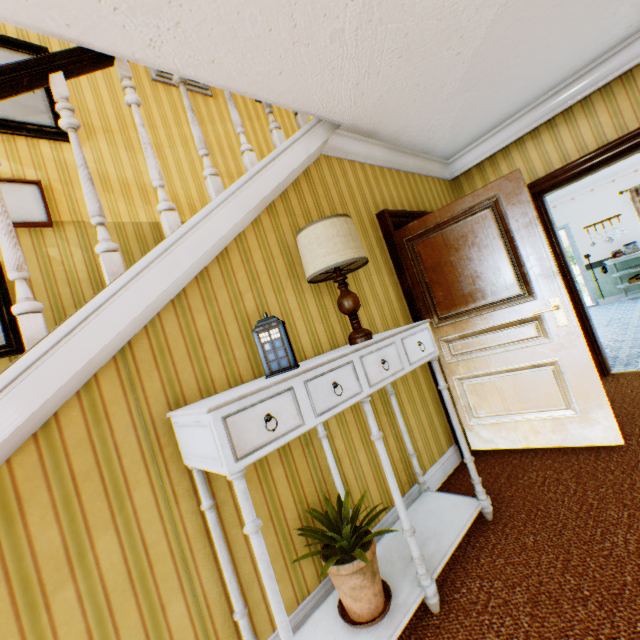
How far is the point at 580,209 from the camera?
8.19m

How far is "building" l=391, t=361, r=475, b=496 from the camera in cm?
260

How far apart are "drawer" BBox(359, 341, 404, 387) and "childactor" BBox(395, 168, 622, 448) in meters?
1.4 m

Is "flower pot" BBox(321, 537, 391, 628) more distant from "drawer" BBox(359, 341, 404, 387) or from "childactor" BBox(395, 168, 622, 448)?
"childactor" BBox(395, 168, 622, 448)

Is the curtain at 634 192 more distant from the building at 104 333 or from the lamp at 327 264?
the lamp at 327 264

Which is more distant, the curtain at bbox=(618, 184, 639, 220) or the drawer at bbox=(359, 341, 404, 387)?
the curtain at bbox=(618, 184, 639, 220)

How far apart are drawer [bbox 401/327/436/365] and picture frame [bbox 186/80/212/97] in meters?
4.3

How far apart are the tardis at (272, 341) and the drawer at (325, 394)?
0.20m
